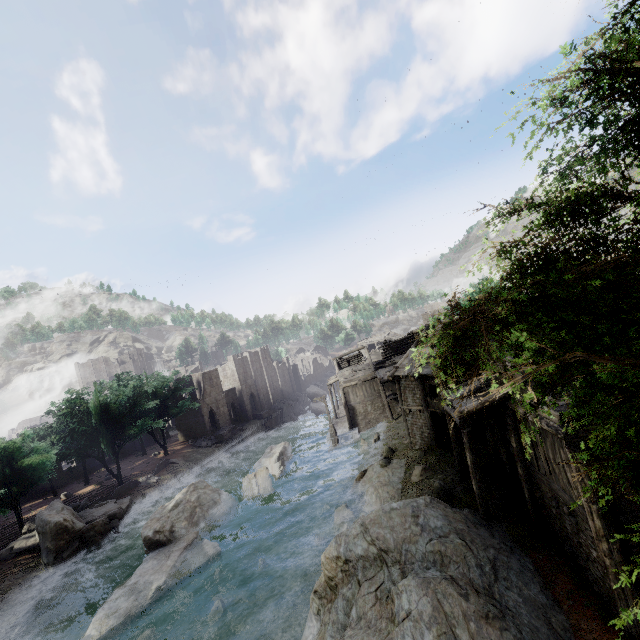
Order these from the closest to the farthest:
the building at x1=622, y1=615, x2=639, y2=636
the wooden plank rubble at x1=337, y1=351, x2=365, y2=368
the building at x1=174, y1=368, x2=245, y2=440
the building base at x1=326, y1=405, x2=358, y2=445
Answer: the building at x1=622, y1=615, x2=639, y2=636, the building base at x1=326, y1=405, x2=358, y2=445, the wooden plank rubble at x1=337, y1=351, x2=365, y2=368, the building at x1=174, y1=368, x2=245, y2=440

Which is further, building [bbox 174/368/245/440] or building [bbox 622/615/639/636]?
building [bbox 174/368/245/440]

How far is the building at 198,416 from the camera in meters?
50.5 m

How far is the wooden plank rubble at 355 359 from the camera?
46.8m

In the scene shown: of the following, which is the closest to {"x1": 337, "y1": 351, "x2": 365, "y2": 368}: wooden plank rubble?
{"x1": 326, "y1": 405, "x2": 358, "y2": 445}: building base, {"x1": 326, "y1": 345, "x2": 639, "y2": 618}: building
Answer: {"x1": 326, "y1": 345, "x2": 639, "y2": 618}: building

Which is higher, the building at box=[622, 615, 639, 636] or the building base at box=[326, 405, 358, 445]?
the building at box=[622, 615, 639, 636]

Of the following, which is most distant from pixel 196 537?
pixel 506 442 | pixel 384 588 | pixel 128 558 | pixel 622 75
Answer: pixel 622 75

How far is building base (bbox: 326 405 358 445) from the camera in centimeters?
3862cm
